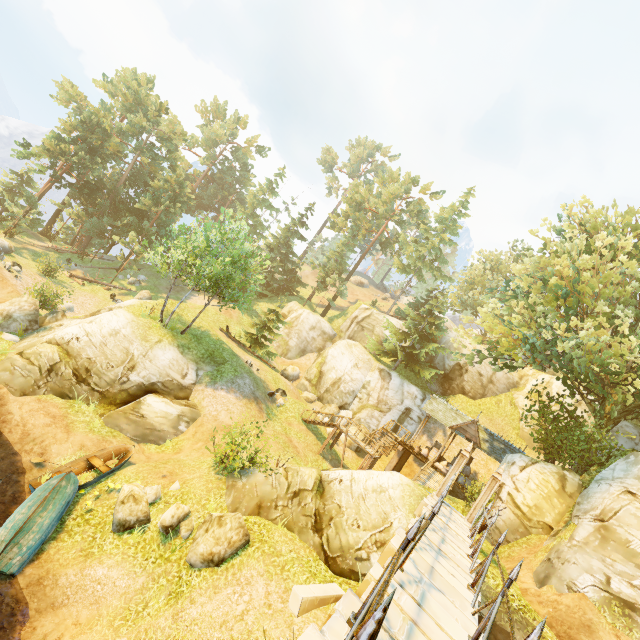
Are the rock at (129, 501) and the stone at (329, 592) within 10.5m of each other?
yes

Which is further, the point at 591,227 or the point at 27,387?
the point at 591,227

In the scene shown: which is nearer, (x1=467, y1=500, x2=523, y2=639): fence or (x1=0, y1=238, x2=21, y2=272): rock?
(x1=467, y1=500, x2=523, y2=639): fence

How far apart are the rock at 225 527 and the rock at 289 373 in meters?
21.9

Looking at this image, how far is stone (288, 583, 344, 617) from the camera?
8.99m

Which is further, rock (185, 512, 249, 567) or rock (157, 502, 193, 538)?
rock (157, 502, 193, 538)

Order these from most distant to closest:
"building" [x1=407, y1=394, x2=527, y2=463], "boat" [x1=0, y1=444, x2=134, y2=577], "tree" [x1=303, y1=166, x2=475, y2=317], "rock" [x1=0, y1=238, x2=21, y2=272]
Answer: "tree" [x1=303, y1=166, x2=475, y2=317] → "rock" [x1=0, y1=238, x2=21, y2=272] → "building" [x1=407, y1=394, x2=527, y2=463] → "boat" [x1=0, y1=444, x2=134, y2=577]

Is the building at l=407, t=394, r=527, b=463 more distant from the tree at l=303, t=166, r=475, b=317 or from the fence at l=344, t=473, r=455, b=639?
the fence at l=344, t=473, r=455, b=639
